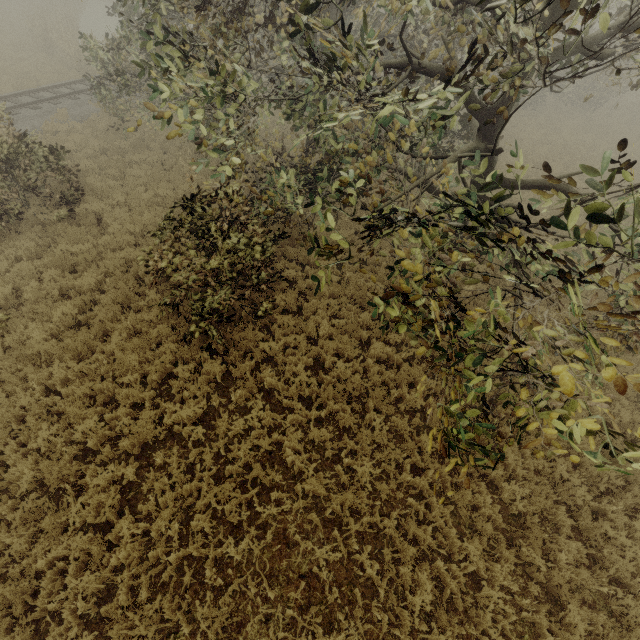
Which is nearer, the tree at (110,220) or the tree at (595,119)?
the tree at (595,119)

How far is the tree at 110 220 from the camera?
10.7 meters

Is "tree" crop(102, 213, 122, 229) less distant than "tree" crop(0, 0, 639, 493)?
No

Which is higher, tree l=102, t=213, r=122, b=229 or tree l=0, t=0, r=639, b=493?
tree l=0, t=0, r=639, b=493

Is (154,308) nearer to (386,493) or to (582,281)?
(386,493)

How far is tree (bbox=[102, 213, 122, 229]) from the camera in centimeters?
1073cm
